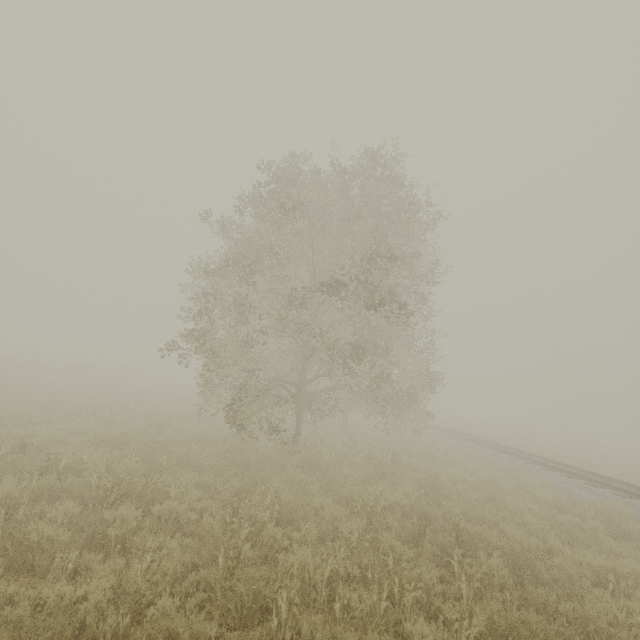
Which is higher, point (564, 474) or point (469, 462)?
point (564, 474)

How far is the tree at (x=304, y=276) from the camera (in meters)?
10.35

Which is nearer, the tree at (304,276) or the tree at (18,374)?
the tree at (304,276)

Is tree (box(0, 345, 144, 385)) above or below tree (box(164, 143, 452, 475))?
below

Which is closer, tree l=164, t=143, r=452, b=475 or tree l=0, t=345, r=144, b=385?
tree l=164, t=143, r=452, b=475

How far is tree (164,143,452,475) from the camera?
10.4m
